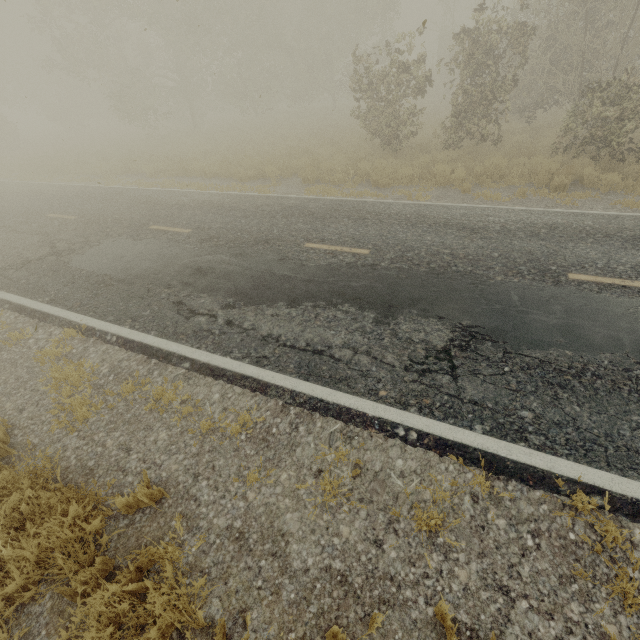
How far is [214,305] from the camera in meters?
5.7 m
